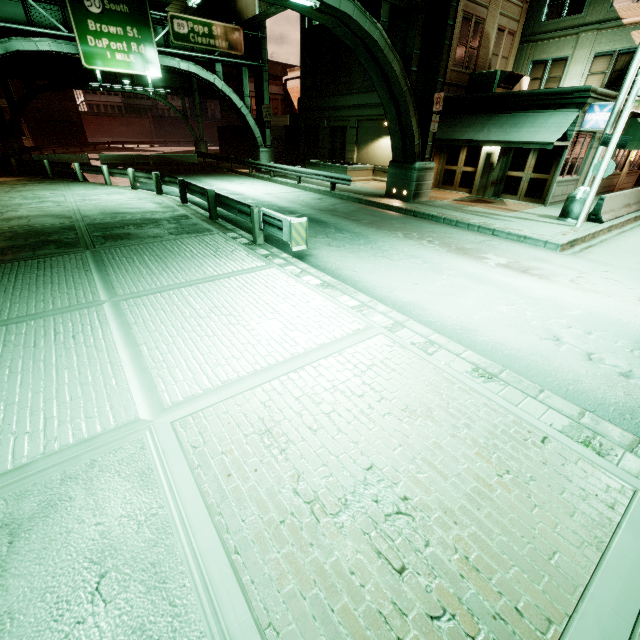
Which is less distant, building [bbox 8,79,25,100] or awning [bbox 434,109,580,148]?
awning [bbox 434,109,580,148]

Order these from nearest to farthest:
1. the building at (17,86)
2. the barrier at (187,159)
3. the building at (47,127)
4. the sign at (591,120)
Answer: the sign at (591,120), the barrier at (187,159), the building at (17,86), the building at (47,127)

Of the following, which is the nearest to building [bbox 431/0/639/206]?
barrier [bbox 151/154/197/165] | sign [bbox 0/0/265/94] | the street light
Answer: the street light

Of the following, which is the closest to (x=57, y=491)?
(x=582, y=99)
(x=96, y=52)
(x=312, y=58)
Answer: (x=582, y=99)

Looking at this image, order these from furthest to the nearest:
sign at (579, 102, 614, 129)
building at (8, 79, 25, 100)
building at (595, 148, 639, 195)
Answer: building at (8, 79, 25, 100)
building at (595, 148, 639, 195)
sign at (579, 102, 614, 129)

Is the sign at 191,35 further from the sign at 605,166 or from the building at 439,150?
the sign at 605,166

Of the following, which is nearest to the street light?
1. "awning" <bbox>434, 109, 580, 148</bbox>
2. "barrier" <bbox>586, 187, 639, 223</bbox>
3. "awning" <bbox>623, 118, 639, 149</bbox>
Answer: "barrier" <bbox>586, 187, 639, 223</bbox>

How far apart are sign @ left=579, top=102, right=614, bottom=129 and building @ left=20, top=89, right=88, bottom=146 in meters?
64.5
